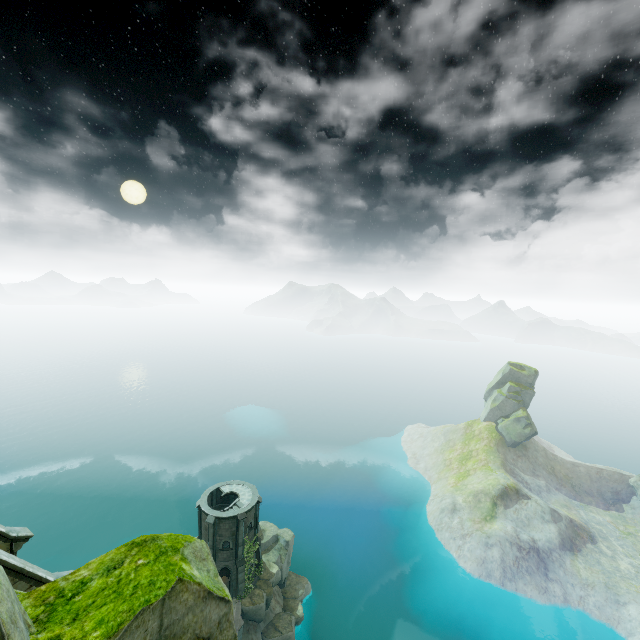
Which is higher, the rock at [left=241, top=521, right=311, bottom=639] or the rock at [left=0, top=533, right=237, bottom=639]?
the rock at [left=0, top=533, right=237, bottom=639]

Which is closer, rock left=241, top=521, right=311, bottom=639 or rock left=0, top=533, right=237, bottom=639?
rock left=0, top=533, right=237, bottom=639

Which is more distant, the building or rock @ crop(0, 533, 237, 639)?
the building

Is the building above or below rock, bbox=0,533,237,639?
below

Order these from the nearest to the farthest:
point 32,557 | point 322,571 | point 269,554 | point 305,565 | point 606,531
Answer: point 269,554 < point 322,571 < point 606,531 < point 32,557 < point 305,565

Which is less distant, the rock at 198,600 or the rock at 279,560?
the rock at 198,600

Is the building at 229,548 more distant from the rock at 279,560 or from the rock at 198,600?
the rock at 198,600

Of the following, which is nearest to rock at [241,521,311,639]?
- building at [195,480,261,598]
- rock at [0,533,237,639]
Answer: building at [195,480,261,598]
